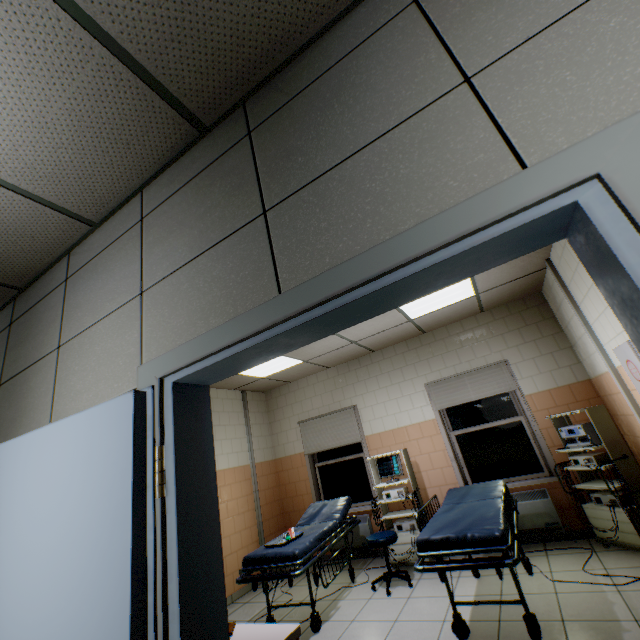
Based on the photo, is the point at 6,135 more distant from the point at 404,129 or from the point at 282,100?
the point at 404,129

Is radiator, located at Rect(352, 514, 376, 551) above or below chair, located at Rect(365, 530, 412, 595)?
below

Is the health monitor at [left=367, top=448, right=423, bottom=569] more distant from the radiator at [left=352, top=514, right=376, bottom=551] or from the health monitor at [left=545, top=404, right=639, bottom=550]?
the health monitor at [left=545, top=404, right=639, bottom=550]

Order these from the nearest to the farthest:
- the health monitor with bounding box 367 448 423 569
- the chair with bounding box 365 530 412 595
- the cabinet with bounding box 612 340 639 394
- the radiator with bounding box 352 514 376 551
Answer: the cabinet with bounding box 612 340 639 394 < the chair with bounding box 365 530 412 595 < the health monitor with bounding box 367 448 423 569 < the radiator with bounding box 352 514 376 551

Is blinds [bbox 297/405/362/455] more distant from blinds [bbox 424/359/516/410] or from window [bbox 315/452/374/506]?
blinds [bbox 424/359/516/410]

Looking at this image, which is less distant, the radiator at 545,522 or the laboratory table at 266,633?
the laboratory table at 266,633

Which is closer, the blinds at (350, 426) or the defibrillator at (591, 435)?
the defibrillator at (591, 435)

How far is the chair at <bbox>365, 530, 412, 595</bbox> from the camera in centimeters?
395cm
